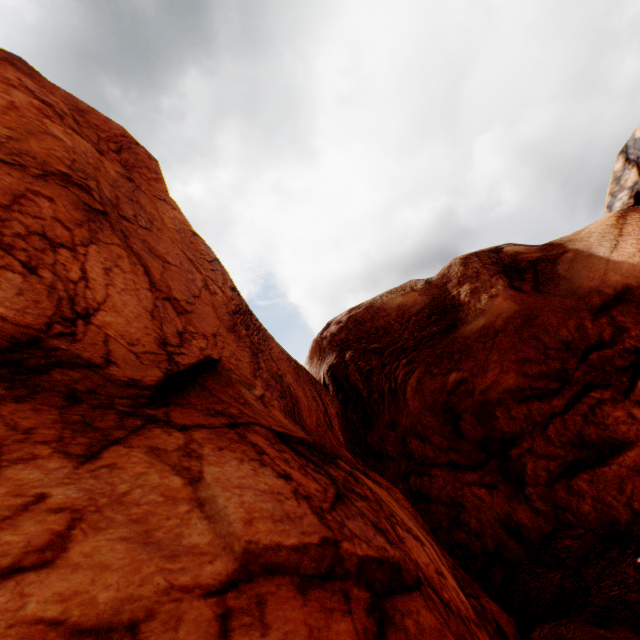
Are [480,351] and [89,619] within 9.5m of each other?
no
